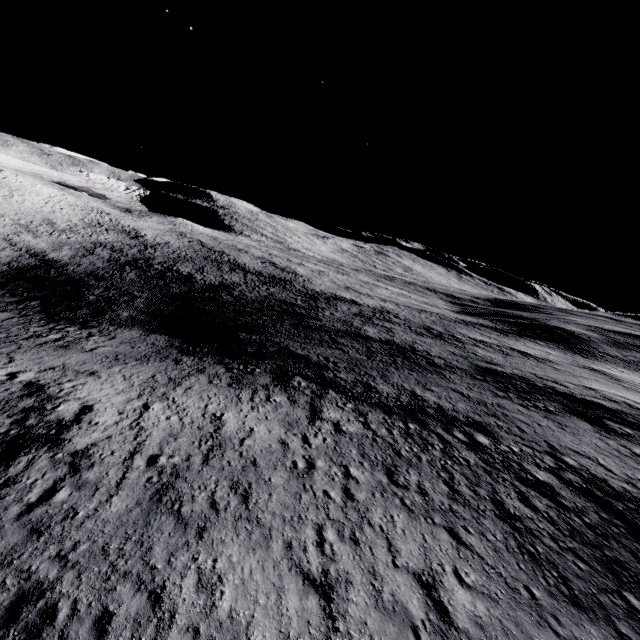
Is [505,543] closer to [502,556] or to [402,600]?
[502,556]
